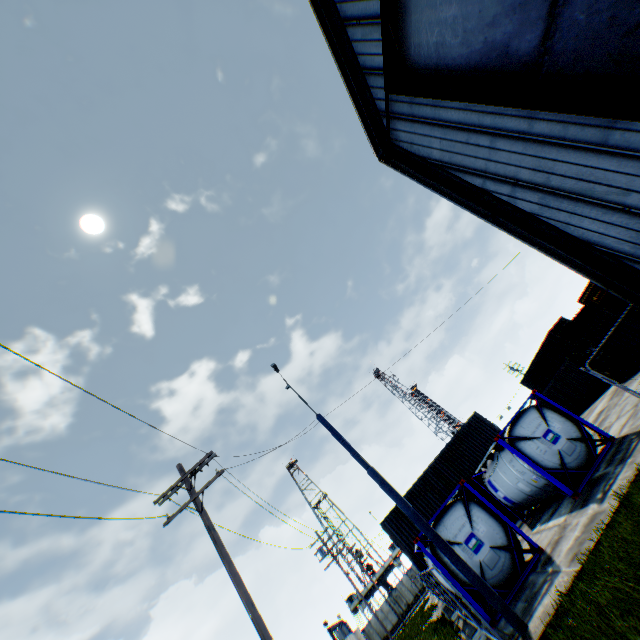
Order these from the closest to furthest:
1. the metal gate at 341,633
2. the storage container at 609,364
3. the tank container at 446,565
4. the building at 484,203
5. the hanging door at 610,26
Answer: the hanging door at 610,26 → the building at 484,203 → the tank container at 446,565 → the storage container at 609,364 → the metal gate at 341,633

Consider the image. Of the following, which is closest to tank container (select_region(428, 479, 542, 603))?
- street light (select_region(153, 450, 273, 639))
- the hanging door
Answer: street light (select_region(153, 450, 273, 639))

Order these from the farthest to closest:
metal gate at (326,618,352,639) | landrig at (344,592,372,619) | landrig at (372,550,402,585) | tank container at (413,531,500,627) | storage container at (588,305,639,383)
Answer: landrig at (372,550,402,585), landrig at (344,592,372,619), metal gate at (326,618,352,639), storage container at (588,305,639,383), tank container at (413,531,500,627)

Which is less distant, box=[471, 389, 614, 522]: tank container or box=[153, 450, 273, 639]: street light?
box=[153, 450, 273, 639]: street light

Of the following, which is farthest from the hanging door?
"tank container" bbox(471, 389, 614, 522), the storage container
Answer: the storage container

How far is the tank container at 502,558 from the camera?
10.6 meters

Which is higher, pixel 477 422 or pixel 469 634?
pixel 477 422

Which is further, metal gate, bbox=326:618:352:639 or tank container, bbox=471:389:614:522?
metal gate, bbox=326:618:352:639
